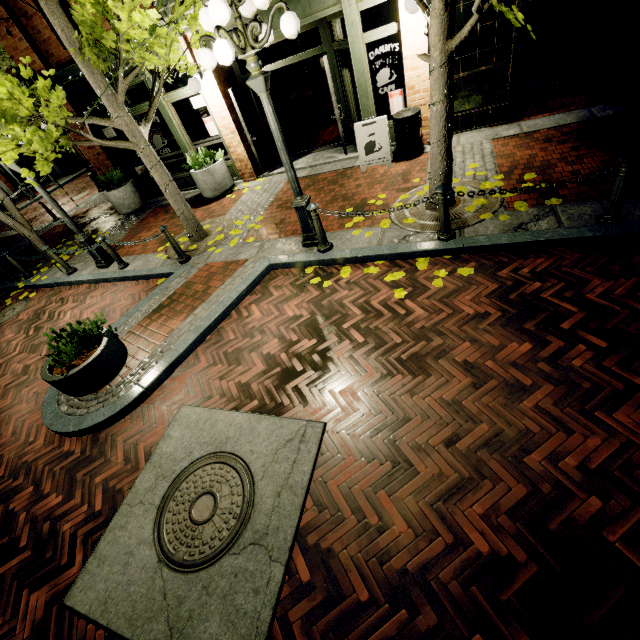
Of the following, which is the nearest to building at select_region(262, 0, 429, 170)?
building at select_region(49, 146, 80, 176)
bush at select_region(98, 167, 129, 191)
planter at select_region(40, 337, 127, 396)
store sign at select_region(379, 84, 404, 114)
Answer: store sign at select_region(379, 84, 404, 114)

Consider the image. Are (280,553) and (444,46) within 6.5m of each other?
yes

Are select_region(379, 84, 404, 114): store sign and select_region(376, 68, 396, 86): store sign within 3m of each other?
yes

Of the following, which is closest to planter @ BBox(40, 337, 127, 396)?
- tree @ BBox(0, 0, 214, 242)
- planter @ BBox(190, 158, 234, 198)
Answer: tree @ BBox(0, 0, 214, 242)

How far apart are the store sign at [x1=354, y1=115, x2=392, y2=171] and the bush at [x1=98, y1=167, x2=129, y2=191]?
8.1m

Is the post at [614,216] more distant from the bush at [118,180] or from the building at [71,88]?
the bush at [118,180]

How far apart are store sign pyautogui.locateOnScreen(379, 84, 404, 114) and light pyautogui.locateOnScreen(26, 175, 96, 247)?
6.6m

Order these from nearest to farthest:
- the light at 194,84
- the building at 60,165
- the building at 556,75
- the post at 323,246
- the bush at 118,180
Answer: the post at 323,246, the building at 556,75, the light at 194,84, the bush at 118,180, the building at 60,165
